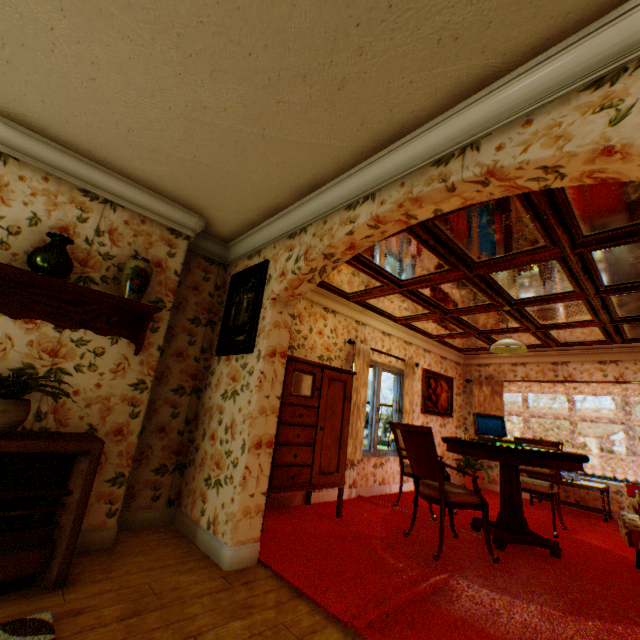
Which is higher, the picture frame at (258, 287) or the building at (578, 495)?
the picture frame at (258, 287)

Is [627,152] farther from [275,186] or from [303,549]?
[303,549]

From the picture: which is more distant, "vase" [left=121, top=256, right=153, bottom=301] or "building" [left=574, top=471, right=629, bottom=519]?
"building" [left=574, top=471, right=629, bottom=519]

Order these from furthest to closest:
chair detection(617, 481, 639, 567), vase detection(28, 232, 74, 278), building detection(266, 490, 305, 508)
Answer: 1. building detection(266, 490, 305, 508)
2. chair detection(617, 481, 639, 567)
3. vase detection(28, 232, 74, 278)

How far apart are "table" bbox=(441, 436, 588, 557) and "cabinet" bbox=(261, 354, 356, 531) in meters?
1.3

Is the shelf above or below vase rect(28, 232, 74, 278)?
below

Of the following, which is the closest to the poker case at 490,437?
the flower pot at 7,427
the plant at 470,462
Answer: the plant at 470,462

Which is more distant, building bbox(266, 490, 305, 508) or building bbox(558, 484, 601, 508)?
building bbox(558, 484, 601, 508)
